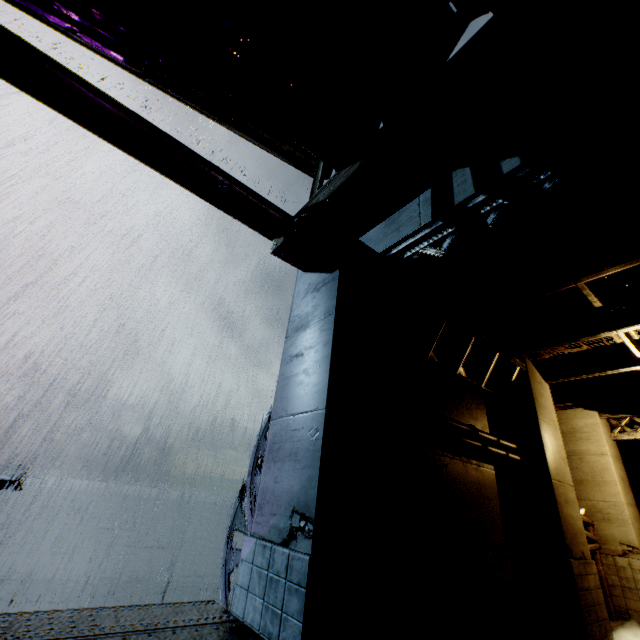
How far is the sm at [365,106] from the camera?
5.6 meters

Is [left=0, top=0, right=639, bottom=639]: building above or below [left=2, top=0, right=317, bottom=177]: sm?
below

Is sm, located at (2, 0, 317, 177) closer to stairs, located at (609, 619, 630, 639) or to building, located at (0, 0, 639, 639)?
building, located at (0, 0, 639, 639)

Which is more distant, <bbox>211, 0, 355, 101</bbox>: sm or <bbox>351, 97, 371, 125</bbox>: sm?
<bbox>351, 97, 371, 125</bbox>: sm

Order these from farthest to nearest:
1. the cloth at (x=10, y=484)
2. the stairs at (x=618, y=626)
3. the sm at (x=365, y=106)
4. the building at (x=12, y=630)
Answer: the cloth at (x=10, y=484) → the stairs at (x=618, y=626) → the sm at (x=365, y=106) → the building at (x=12, y=630)

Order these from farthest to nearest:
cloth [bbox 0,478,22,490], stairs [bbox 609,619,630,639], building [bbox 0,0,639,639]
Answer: cloth [bbox 0,478,22,490], stairs [bbox 609,619,630,639], building [bbox 0,0,639,639]

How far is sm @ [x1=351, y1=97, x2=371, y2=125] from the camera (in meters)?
5.59

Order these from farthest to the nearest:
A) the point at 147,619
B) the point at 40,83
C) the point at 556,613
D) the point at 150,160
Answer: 1. the point at 556,613
2. the point at 150,160
3. the point at 40,83
4. the point at 147,619
